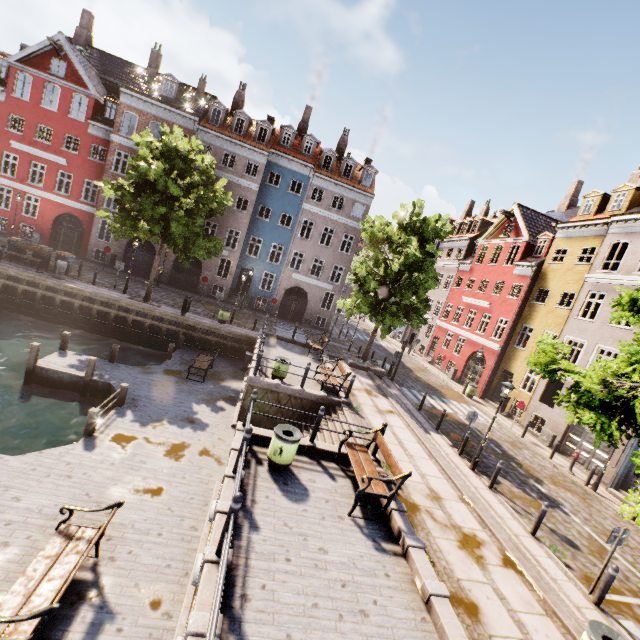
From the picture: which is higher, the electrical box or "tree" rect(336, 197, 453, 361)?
"tree" rect(336, 197, 453, 361)

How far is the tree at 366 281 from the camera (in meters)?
17.83

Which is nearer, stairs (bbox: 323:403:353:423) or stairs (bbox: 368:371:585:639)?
stairs (bbox: 368:371:585:639)

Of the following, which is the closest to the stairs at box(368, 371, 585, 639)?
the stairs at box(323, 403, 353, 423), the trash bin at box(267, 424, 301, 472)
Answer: the stairs at box(323, 403, 353, 423)

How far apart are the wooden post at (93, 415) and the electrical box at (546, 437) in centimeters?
2236cm

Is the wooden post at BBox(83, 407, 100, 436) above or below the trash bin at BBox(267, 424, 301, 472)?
below

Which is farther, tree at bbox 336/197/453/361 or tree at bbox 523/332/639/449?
tree at bbox 336/197/453/361

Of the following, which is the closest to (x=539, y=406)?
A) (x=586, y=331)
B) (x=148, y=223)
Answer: (x=586, y=331)
